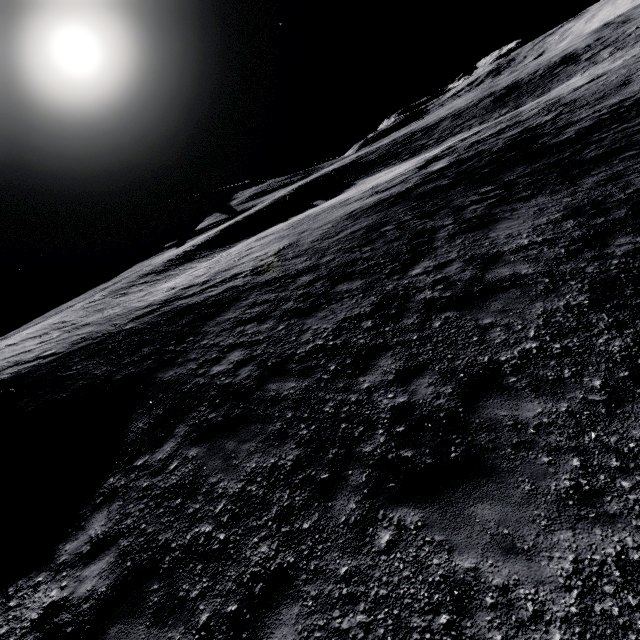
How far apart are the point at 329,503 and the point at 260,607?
1.3 meters
